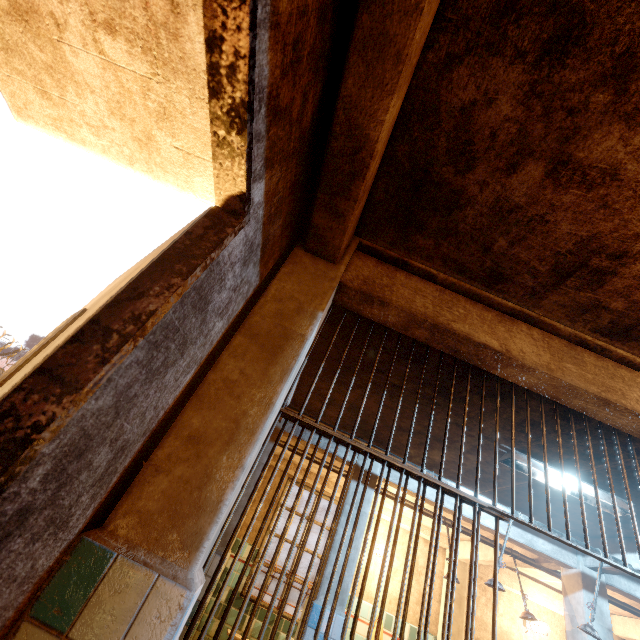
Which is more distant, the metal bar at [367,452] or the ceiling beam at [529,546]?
the ceiling beam at [529,546]

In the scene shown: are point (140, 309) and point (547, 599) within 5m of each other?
no

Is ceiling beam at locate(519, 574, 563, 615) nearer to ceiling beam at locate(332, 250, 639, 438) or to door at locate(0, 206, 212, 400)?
ceiling beam at locate(332, 250, 639, 438)

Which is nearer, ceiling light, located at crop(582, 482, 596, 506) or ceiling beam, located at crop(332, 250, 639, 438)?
ceiling beam, located at crop(332, 250, 639, 438)

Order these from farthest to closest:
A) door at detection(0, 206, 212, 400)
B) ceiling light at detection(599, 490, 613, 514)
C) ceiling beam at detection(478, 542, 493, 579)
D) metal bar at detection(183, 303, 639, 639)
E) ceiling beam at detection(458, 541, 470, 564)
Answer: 1. ceiling beam at detection(458, 541, 470, 564)
2. ceiling beam at detection(478, 542, 493, 579)
3. ceiling light at detection(599, 490, 613, 514)
4. metal bar at detection(183, 303, 639, 639)
5. door at detection(0, 206, 212, 400)

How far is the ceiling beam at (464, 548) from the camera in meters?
5.8

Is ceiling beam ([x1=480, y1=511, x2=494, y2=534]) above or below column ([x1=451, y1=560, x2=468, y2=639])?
above

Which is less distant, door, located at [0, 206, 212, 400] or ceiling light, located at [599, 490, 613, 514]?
door, located at [0, 206, 212, 400]
